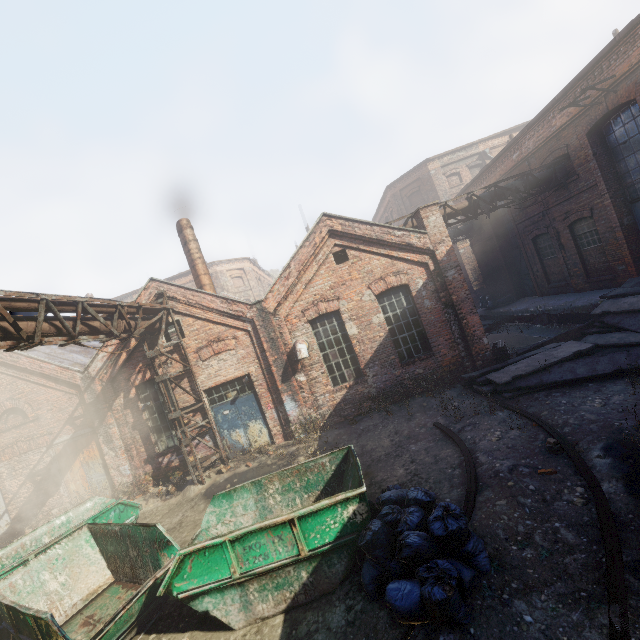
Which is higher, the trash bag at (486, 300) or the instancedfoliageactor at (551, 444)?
the trash bag at (486, 300)

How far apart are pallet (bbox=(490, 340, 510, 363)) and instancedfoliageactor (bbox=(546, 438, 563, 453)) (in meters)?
6.06

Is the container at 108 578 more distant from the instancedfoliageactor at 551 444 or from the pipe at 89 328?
the instancedfoliageactor at 551 444

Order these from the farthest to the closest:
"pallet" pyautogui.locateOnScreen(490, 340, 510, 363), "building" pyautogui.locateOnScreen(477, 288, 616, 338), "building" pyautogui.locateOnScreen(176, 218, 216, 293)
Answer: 1. "building" pyautogui.locateOnScreen(176, 218, 216, 293)
2. "building" pyautogui.locateOnScreen(477, 288, 616, 338)
3. "pallet" pyautogui.locateOnScreen(490, 340, 510, 363)

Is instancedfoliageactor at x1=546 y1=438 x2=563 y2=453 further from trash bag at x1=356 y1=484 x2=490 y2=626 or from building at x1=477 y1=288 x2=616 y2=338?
building at x1=477 y1=288 x2=616 y2=338

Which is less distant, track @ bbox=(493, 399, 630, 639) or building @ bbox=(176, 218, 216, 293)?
track @ bbox=(493, 399, 630, 639)

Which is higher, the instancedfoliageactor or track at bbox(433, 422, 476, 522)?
the instancedfoliageactor

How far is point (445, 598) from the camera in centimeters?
372cm
